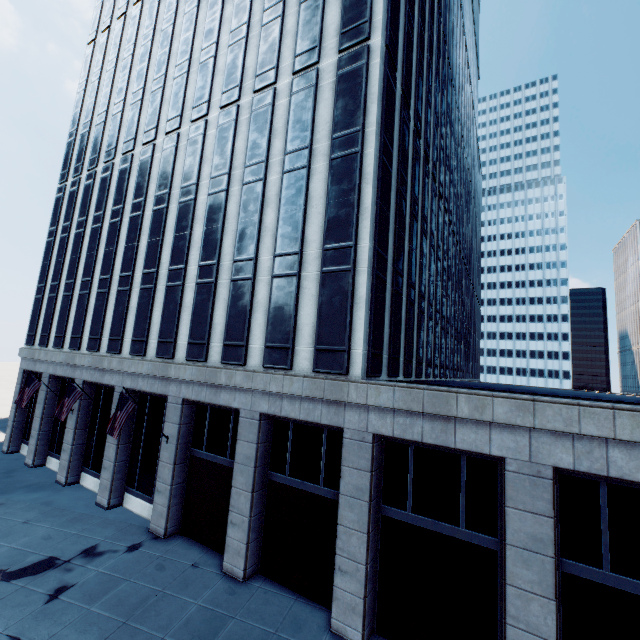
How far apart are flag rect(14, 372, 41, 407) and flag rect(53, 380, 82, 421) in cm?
570

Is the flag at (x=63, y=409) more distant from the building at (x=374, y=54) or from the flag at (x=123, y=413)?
the flag at (x=123, y=413)

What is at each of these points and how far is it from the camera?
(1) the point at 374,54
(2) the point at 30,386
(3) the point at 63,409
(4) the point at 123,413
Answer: (1) building, 16.1 meters
(2) flag, 22.9 meters
(3) flag, 19.6 meters
(4) flag, 16.9 meters

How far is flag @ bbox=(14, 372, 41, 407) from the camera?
22.4 meters

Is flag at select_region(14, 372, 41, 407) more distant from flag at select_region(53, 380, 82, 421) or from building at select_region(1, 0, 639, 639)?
flag at select_region(53, 380, 82, 421)

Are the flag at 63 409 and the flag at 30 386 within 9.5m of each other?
yes

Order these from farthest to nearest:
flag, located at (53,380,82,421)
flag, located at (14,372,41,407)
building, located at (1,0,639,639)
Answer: flag, located at (14,372,41,407), flag, located at (53,380,82,421), building, located at (1,0,639,639)

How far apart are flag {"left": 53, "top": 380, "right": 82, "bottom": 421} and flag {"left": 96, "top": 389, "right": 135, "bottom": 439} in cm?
554
